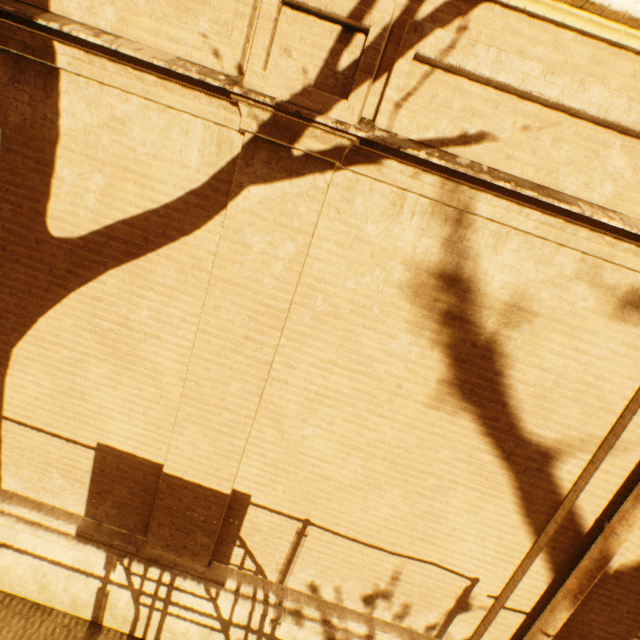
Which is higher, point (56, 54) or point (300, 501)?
point (56, 54)
